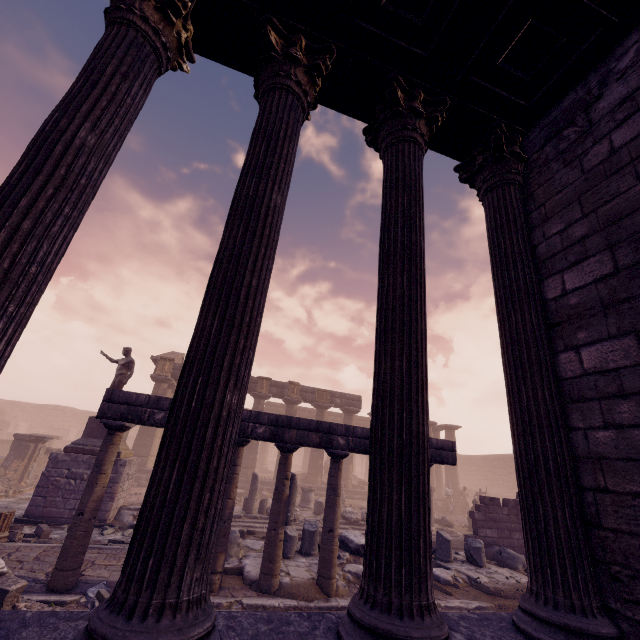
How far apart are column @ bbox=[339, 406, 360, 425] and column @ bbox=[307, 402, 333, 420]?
0.8 meters

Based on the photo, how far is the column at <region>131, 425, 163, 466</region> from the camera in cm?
1919

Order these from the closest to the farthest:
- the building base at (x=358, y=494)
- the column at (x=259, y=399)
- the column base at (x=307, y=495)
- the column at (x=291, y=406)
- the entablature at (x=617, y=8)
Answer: the entablature at (x=617, y=8) → the column base at (x=307, y=495) → the building base at (x=358, y=494) → the column at (x=259, y=399) → the column at (x=291, y=406)

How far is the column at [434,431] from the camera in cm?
2577

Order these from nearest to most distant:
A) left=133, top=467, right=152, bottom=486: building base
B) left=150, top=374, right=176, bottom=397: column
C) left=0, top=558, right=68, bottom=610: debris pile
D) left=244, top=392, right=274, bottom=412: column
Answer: left=0, top=558, right=68, bottom=610: debris pile
left=133, top=467, right=152, bottom=486: building base
left=150, top=374, right=176, bottom=397: column
left=244, top=392, right=274, bottom=412: column

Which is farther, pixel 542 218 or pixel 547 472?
pixel 542 218

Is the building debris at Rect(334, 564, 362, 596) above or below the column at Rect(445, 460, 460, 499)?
below

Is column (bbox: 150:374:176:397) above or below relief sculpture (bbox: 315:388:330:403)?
below
